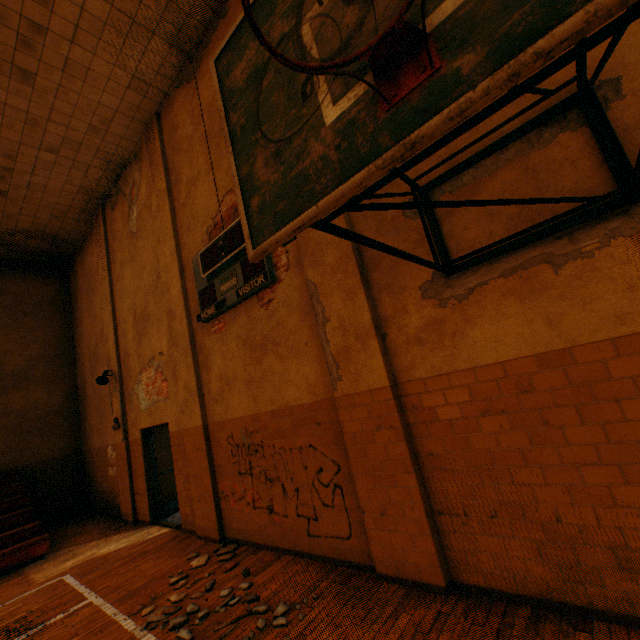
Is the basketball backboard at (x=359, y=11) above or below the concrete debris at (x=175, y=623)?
above

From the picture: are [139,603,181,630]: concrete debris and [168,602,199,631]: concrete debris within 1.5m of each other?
yes

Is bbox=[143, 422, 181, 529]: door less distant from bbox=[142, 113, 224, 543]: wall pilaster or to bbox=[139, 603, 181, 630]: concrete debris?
bbox=[142, 113, 224, 543]: wall pilaster

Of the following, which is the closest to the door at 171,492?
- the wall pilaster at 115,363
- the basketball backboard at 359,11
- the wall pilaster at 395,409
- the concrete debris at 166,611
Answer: the wall pilaster at 115,363

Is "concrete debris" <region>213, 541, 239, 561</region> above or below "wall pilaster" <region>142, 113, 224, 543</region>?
below

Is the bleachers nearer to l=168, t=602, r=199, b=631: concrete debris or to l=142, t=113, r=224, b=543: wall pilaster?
l=142, t=113, r=224, b=543: wall pilaster

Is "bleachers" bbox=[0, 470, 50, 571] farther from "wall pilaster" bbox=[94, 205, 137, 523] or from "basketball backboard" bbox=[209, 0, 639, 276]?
"basketball backboard" bbox=[209, 0, 639, 276]

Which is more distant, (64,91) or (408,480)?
(64,91)
